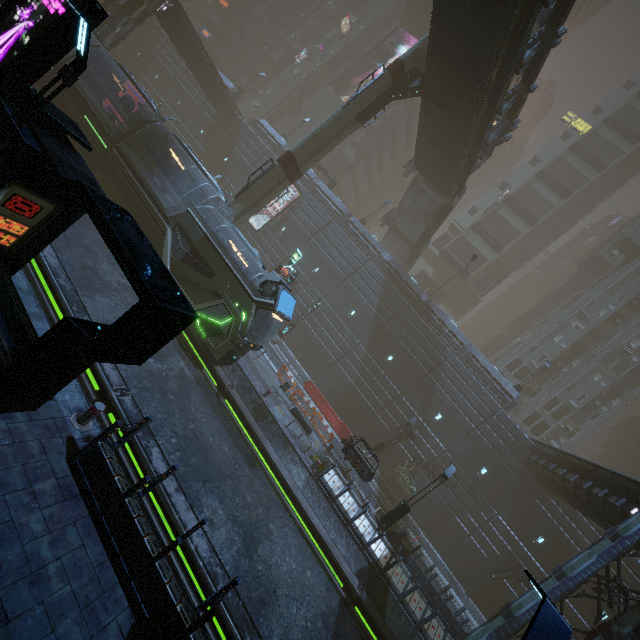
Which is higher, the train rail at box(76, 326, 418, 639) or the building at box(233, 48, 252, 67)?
the building at box(233, 48, 252, 67)

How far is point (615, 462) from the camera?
49.7m

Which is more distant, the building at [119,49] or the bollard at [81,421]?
the building at [119,49]

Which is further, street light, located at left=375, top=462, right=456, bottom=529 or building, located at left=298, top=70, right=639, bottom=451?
building, located at left=298, top=70, right=639, bottom=451

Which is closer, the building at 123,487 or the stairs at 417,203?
the building at 123,487

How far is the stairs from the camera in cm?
3072

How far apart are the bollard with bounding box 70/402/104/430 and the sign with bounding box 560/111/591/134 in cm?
6863

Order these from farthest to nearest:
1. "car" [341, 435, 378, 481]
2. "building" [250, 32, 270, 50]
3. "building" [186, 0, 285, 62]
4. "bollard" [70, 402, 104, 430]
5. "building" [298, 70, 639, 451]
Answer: "building" [250, 32, 270, 50]
"building" [186, 0, 285, 62]
"building" [298, 70, 639, 451]
"car" [341, 435, 378, 481]
"bollard" [70, 402, 104, 430]
